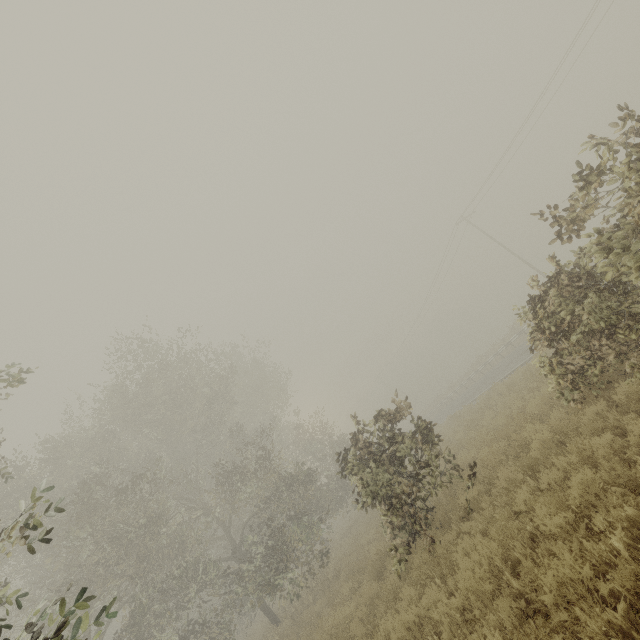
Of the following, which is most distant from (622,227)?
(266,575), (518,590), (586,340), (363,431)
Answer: (266,575)
